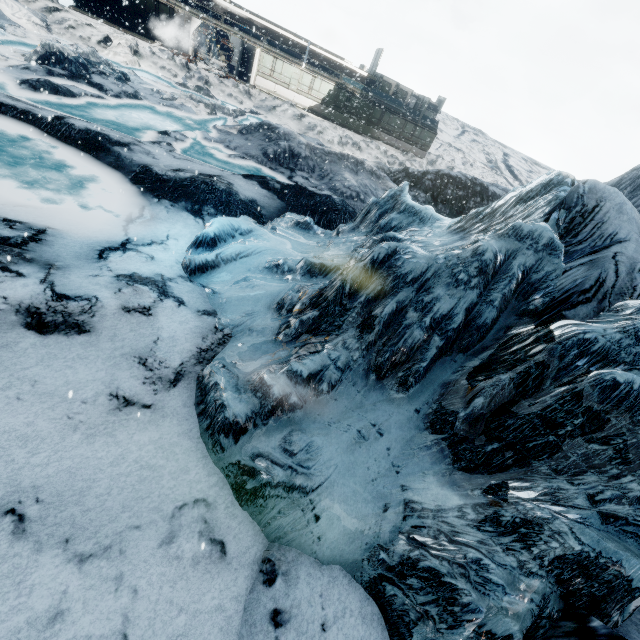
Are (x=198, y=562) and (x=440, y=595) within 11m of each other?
yes
